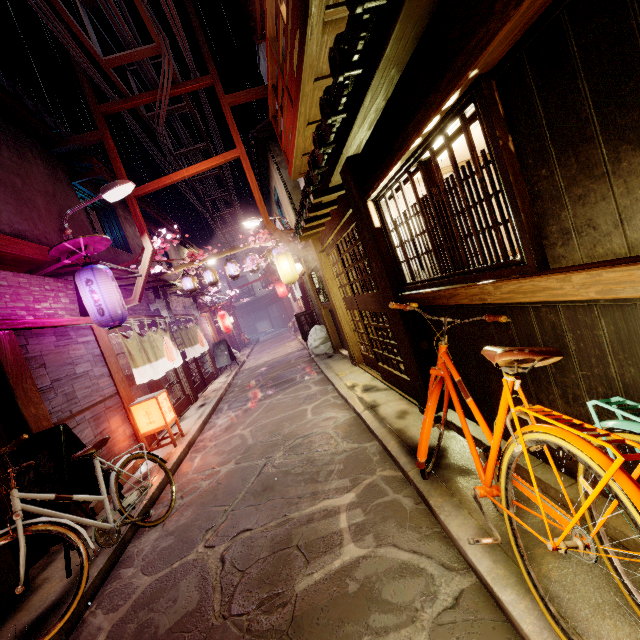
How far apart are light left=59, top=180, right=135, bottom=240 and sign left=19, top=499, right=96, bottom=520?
8.0m

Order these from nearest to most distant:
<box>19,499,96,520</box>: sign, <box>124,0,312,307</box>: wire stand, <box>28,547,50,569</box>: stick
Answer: <box>19,499,96,520</box>: sign, <box>28,547,50,569</box>: stick, <box>124,0,312,307</box>: wire stand

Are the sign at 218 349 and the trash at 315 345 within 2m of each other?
no

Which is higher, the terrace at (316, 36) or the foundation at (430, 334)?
the terrace at (316, 36)

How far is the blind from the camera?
13.4 meters

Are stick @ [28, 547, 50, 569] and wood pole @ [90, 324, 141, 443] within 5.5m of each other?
yes

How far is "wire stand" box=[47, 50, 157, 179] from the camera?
13.55m

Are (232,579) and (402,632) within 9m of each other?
yes
